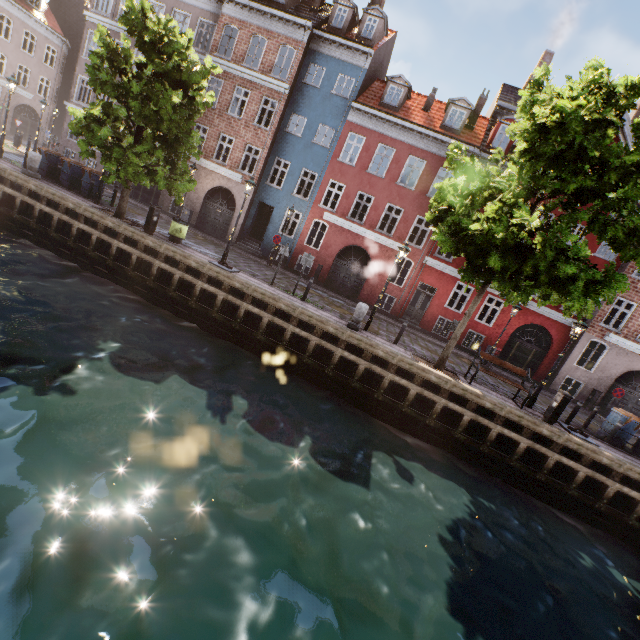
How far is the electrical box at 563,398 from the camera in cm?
1093

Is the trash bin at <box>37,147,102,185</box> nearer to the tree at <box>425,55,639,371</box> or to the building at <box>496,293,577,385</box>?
the tree at <box>425,55,639,371</box>

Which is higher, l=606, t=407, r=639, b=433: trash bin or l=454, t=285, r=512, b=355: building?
l=454, t=285, r=512, b=355: building

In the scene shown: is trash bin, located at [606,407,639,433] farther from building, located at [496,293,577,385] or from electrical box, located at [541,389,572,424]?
building, located at [496,293,577,385]

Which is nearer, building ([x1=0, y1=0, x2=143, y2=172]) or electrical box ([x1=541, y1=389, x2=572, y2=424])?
electrical box ([x1=541, y1=389, x2=572, y2=424])

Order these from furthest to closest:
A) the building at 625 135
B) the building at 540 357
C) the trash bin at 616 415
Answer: the building at 540 357 < the building at 625 135 < the trash bin at 616 415

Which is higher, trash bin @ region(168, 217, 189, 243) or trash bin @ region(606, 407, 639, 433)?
trash bin @ region(606, 407, 639, 433)

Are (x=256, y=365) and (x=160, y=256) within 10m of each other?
yes
